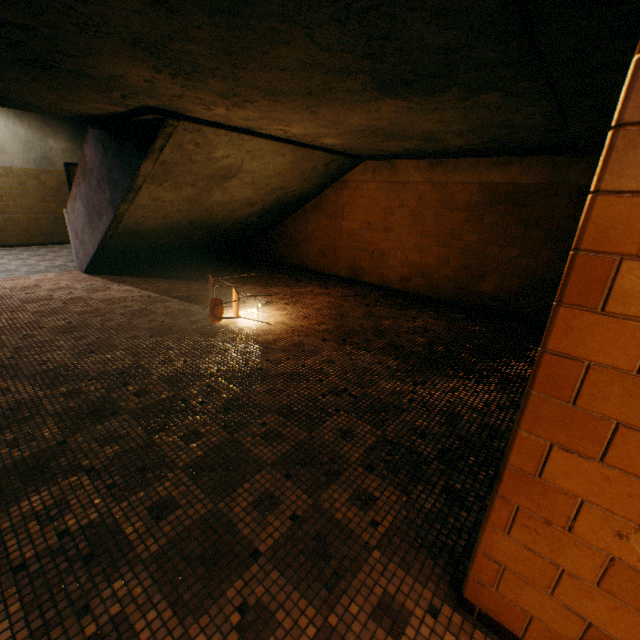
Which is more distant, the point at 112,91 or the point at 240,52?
the point at 112,91

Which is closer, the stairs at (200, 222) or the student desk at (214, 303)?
the stairs at (200, 222)

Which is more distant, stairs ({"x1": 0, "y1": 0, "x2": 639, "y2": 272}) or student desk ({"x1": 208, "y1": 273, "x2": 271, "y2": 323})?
student desk ({"x1": 208, "y1": 273, "x2": 271, "y2": 323})

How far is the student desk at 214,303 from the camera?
4.00m

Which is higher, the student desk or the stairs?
the stairs

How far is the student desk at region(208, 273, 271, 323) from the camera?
4.00m
